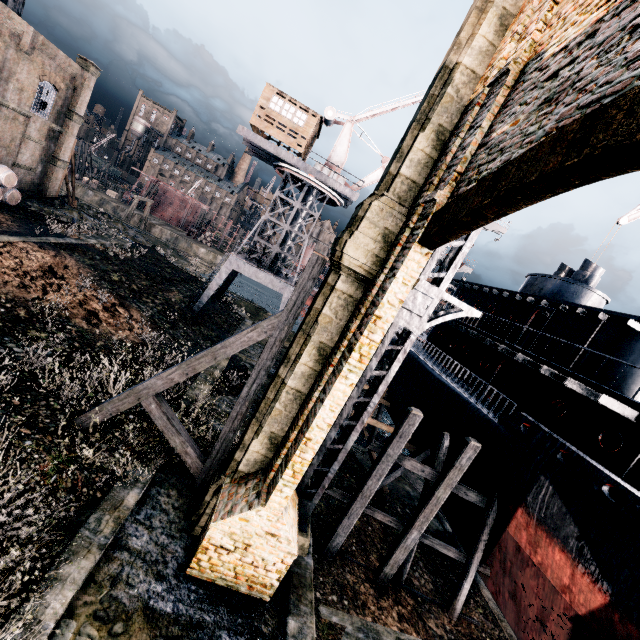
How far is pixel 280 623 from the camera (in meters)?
8.66

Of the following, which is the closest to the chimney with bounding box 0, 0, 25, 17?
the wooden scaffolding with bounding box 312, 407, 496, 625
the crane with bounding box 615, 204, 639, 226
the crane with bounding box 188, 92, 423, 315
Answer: the crane with bounding box 188, 92, 423, 315

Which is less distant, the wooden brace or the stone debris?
the wooden brace

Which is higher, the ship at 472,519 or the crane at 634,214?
the crane at 634,214

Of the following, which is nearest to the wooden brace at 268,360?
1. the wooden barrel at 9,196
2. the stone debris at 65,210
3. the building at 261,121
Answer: the building at 261,121

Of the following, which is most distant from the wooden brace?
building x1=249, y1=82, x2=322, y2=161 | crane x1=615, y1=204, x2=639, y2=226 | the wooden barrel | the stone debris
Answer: the stone debris

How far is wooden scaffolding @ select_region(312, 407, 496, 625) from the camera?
13.0 meters

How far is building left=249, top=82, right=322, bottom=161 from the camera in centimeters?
2425cm
